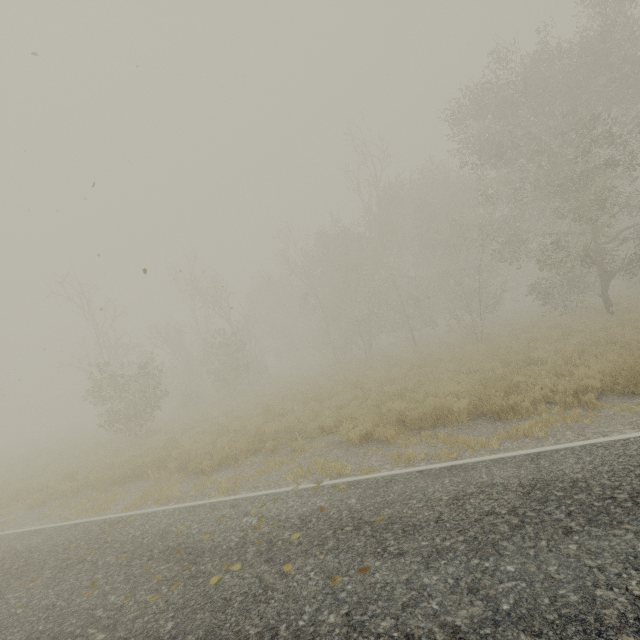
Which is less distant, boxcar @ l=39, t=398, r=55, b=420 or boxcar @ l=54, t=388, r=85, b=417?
boxcar @ l=54, t=388, r=85, b=417

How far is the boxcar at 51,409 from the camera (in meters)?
59.73

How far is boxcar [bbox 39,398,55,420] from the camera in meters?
59.7

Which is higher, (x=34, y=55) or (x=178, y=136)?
(x=178, y=136)
